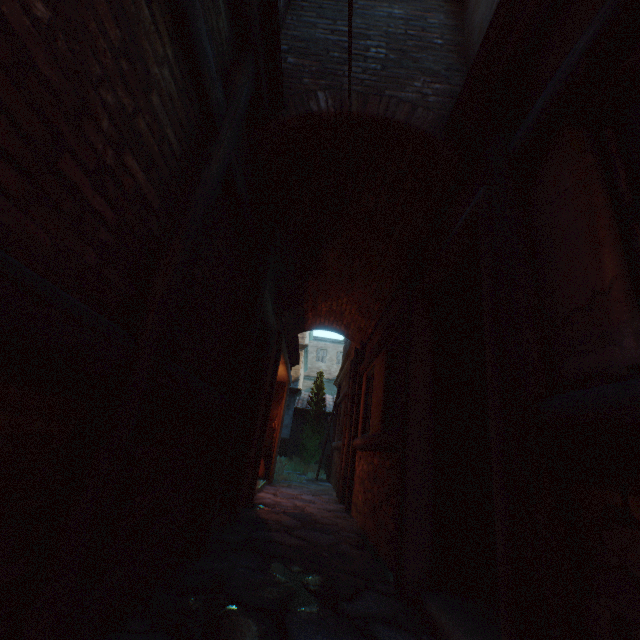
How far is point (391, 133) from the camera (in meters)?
3.13

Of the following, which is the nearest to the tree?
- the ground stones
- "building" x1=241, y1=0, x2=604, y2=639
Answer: "building" x1=241, y1=0, x2=604, y2=639

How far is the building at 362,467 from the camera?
3.7m

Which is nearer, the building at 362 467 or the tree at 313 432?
the building at 362 467

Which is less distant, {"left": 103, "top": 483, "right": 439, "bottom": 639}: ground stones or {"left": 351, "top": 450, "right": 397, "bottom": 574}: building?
{"left": 103, "top": 483, "right": 439, "bottom": 639}: ground stones

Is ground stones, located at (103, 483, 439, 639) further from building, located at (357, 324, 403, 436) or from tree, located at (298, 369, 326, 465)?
tree, located at (298, 369, 326, 465)

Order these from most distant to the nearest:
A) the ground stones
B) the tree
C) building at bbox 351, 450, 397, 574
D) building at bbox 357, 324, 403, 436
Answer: the tree → building at bbox 357, 324, 403, 436 → building at bbox 351, 450, 397, 574 → the ground stones
